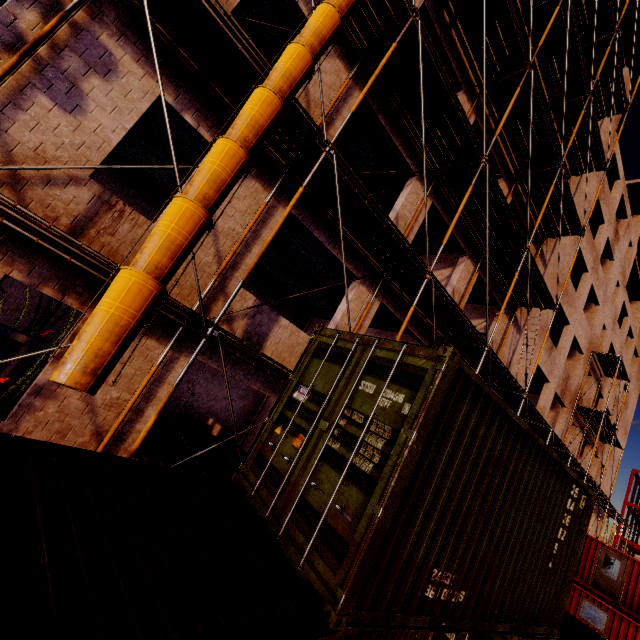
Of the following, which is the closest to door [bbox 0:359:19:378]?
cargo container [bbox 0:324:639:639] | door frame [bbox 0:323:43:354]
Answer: door frame [bbox 0:323:43:354]

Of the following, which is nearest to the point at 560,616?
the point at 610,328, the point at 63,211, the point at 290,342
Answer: the point at 290,342

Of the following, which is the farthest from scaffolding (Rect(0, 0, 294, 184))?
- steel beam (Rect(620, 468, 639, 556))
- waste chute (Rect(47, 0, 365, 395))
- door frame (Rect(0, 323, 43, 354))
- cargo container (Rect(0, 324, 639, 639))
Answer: steel beam (Rect(620, 468, 639, 556))

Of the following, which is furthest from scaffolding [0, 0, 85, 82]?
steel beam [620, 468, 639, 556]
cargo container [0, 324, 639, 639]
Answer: steel beam [620, 468, 639, 556]

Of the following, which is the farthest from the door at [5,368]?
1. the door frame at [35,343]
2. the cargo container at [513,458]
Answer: the cargo container at [513,458]

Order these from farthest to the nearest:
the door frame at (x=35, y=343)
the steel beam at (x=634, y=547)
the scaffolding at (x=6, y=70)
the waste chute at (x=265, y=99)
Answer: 1. the steel beam at (x=634, y=547)
2. the door frame at (x=35, y=343)
3. the scaffolding at (x=6, y=70)
4. the waste chute at (x=265, y=99)

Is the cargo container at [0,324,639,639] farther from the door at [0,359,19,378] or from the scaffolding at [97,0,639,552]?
the door at [0,359,19,378]

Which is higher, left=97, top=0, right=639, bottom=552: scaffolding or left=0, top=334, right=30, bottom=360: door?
left=97, top=0, right=639, bottom=552: scaffolding
